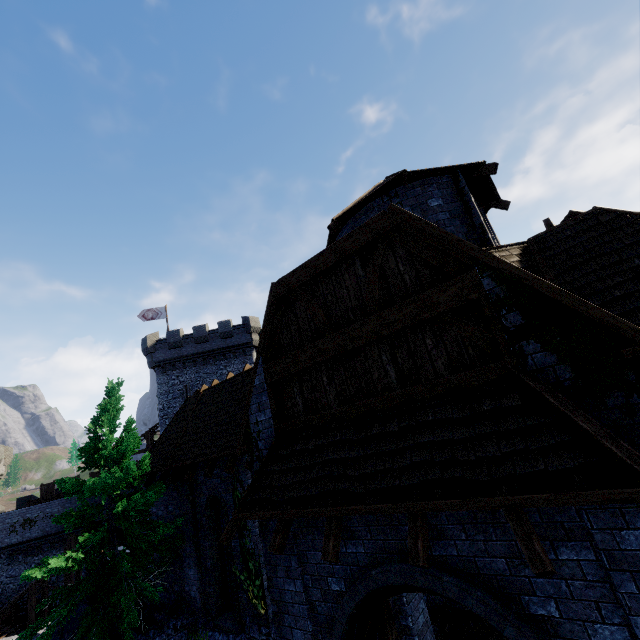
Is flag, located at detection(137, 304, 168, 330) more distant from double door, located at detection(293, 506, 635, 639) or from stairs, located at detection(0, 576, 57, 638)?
Answer: double door, located at detection(293, 506, 635, 639)

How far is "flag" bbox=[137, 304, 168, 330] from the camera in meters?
34.6 m

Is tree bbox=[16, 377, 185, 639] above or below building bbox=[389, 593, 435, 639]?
above

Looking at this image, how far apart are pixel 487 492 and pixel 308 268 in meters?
4.5 m

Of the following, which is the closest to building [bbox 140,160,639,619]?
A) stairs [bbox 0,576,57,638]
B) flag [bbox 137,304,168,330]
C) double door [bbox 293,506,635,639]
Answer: double door [bbox 293,506,635,639]

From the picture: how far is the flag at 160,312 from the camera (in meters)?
34.56

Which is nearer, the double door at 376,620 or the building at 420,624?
the double door at 376,620

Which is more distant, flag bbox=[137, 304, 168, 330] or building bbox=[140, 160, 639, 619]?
flag bbox=[137, 304, 168, 330]
